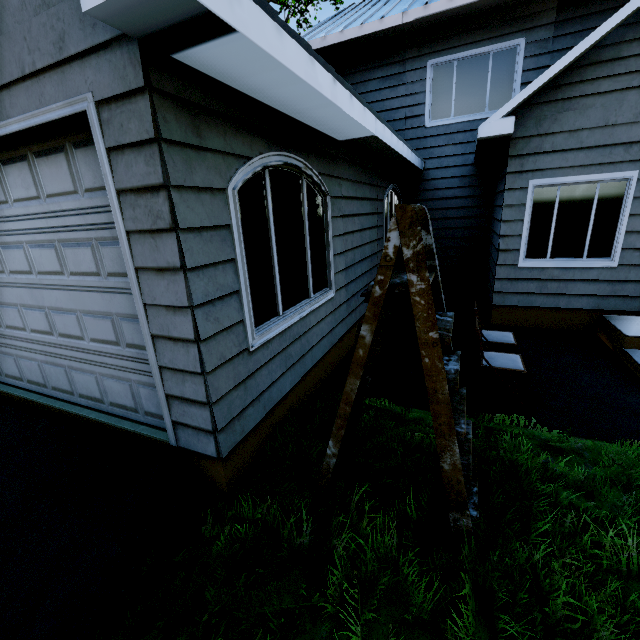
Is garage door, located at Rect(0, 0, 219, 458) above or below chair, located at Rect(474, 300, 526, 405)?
above

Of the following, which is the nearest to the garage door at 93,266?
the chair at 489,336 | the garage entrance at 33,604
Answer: the garage entrance at 33,604

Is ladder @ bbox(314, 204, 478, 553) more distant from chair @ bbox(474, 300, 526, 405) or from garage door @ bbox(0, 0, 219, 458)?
chair @ bbox(474, 300, 526, 405)

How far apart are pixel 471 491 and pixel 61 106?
3.75m

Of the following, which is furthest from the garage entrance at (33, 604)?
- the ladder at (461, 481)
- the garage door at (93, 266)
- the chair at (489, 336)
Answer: the chair at (489, 336)

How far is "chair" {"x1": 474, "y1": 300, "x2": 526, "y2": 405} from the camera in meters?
3.6

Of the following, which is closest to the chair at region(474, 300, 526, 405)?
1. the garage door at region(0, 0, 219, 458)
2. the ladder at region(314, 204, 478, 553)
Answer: the ladder at region(314, 204, 478, 553)
